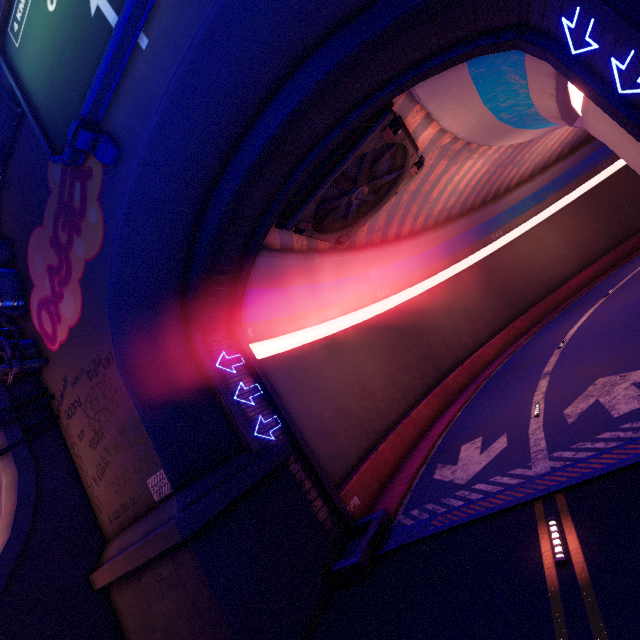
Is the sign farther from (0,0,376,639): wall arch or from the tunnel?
the tunnel

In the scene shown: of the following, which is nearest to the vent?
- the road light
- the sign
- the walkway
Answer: the sign

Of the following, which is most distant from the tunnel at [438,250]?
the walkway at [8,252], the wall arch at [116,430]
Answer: the walkway at [8,252]

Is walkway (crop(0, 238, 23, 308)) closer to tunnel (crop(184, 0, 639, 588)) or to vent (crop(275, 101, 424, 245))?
tunnel (crop(184, 0, 639, 588))

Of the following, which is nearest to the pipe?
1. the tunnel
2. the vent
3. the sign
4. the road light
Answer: the tunnel

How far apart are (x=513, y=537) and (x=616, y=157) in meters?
43.4

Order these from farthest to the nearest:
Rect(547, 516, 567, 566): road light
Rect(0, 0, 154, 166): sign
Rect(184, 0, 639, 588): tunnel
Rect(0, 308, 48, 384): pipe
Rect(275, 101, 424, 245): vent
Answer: Rect(275, 101, 424, 245): vent → Rect(0, 308, 48, 384): pipe → Rect(184, 0, 639, 588): tunnel → Rect(0, 0, 154, 166): sign → Rect(547, 516, 567, 566): road light

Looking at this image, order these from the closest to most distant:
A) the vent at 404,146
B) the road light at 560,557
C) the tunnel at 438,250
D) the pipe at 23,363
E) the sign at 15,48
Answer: the road light at 560,557 < the sign at 15,48 < the tunnel at 438,250 < the pipe at 23,363 < the vent at 404,146
